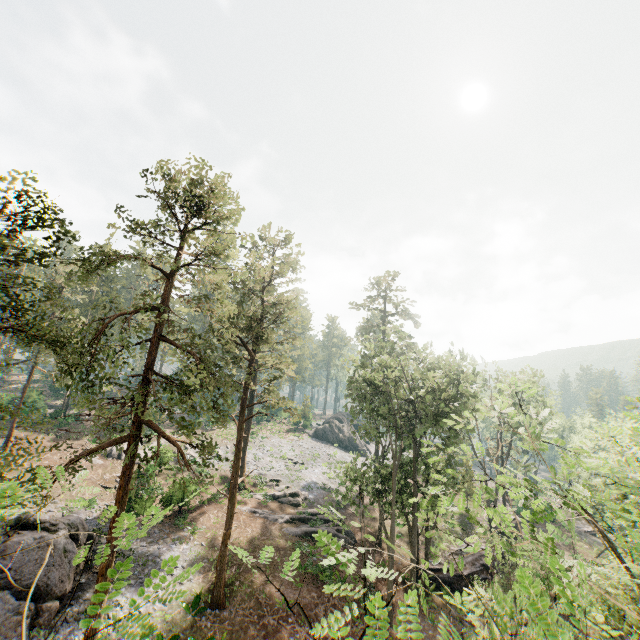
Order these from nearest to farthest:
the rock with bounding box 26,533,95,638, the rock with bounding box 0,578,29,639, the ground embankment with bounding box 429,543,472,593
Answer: the rock with bounding box 0,578,29,639
the rock with bounding box 26,533,95,638
the ground embankment with bounding box 429,543,472,593

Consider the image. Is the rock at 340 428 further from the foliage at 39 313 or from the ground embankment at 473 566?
the ground embankment at 473 566

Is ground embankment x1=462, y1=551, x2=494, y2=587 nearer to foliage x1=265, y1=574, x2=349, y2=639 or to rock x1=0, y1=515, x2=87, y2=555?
foliage x1=265, y1=574, x2=349, y2=639

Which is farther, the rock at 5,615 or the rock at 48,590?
the rock at 48,590

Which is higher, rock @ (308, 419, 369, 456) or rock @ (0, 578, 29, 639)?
rock @ (308, 419, 369, 456)

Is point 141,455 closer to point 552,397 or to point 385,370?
point 385,370

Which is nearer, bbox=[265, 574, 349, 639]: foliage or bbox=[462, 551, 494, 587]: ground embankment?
bbox=[265, 574, 349, 639]: foliage

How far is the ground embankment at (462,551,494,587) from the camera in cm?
2566
